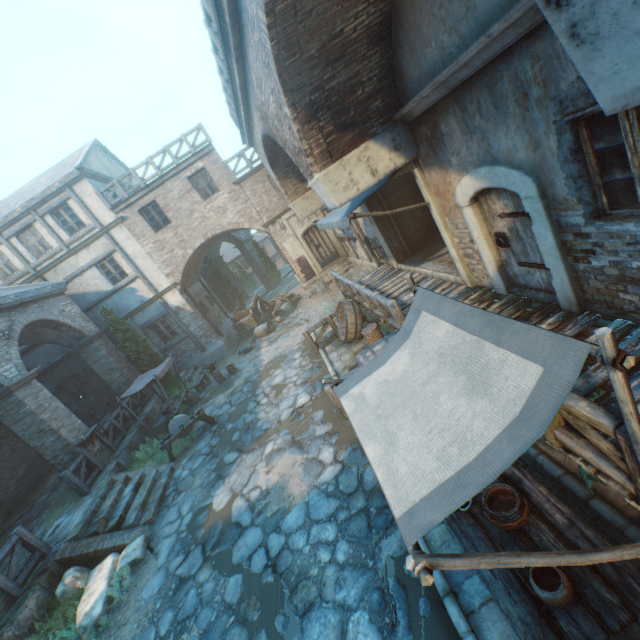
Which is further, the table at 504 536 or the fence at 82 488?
the fence at 82 488

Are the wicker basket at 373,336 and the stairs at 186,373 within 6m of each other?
no

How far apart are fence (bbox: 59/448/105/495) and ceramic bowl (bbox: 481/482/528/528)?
11.54m

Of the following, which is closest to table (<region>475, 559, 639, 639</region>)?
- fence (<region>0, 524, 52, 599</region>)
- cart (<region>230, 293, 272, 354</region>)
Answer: fence (<region>0, 524, 52, 599</region>)

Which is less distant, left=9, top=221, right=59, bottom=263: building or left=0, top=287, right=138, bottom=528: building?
left=0, top=287, right=138, bottom=528: building

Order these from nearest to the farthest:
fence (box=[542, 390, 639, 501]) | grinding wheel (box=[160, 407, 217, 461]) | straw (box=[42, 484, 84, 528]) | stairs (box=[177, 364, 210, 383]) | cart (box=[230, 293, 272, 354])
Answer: fence (box=[542, 390, 639, 501]) < straw (box=[42, 484, 84, 528]) < grinding wheel (box=[160, 407, 217, 461]) < stairs (box=[177, 364, 210, 383]) < cart (box=[230, 293, 272, 354])

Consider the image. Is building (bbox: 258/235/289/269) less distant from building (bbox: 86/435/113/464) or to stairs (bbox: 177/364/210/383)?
stairs (bbox: 177/364/210/383)

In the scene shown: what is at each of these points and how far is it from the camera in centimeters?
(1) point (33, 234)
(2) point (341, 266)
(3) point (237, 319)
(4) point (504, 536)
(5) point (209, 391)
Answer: (1) building, 1580cm
(2) stairs, 1795cm
(3) cart, 1956cm
(4) table, 327cm
(5) ground pavers, 1500cm
